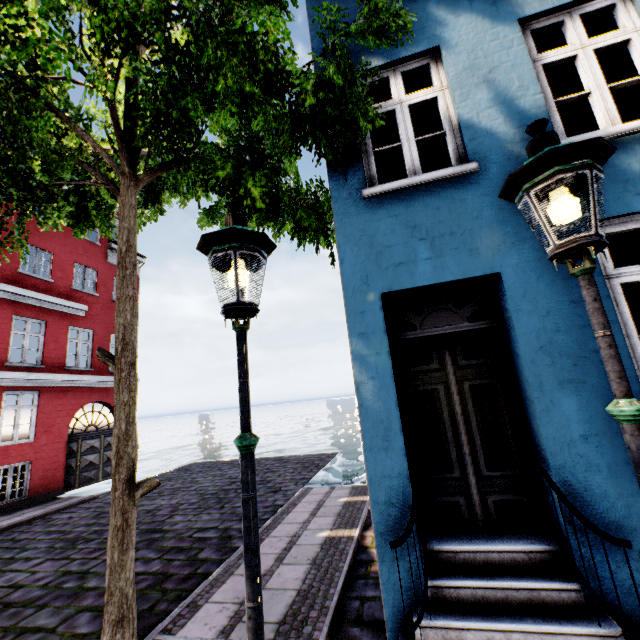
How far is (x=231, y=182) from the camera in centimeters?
413cm

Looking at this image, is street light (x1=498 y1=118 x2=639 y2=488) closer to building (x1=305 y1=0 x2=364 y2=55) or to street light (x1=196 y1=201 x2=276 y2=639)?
building (x1=305 y1=0 x2=364 y2=55)

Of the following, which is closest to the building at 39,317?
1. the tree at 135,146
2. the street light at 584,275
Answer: the tree at 135,146

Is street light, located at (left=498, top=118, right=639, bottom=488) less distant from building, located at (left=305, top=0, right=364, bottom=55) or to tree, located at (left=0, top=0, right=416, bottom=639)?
building, located at (left=305, top=0, right=364, bottom=55)

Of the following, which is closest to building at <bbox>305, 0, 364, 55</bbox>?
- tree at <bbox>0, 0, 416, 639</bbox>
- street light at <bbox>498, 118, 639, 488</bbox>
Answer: tree at <bbox>0, 0, 416, 639</bbox>

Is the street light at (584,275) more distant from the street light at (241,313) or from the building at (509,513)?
the street light at (241,313)

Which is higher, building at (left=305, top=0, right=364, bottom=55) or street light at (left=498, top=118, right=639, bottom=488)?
building at (left=305, top=0, right=364, bottom=55)
